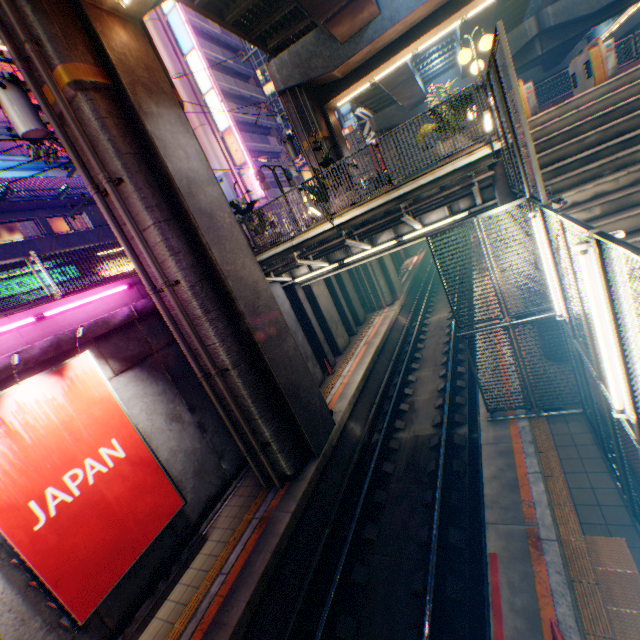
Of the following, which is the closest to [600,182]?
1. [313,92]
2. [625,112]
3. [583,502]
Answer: [625,112]

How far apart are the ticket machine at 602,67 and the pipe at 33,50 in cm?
1204

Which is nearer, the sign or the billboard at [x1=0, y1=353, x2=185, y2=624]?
the billboard at [x1=0, y1=353, x2=185, y2=624]

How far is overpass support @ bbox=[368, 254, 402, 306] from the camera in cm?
2050

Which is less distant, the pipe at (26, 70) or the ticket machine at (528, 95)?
the pipe at (26, 70)

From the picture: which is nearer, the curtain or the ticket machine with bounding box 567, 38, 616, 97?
the ticket machine with bounding box 567, 38, 616, 97

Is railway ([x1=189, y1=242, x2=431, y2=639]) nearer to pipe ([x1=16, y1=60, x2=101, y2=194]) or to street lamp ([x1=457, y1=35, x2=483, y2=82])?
pipe ([x1=16, y1=60, x2=101, y2=194])

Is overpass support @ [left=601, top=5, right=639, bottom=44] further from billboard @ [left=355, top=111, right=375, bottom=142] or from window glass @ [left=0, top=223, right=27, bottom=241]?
window glass @ [left=0, top=223, right=27, bottom=241]
